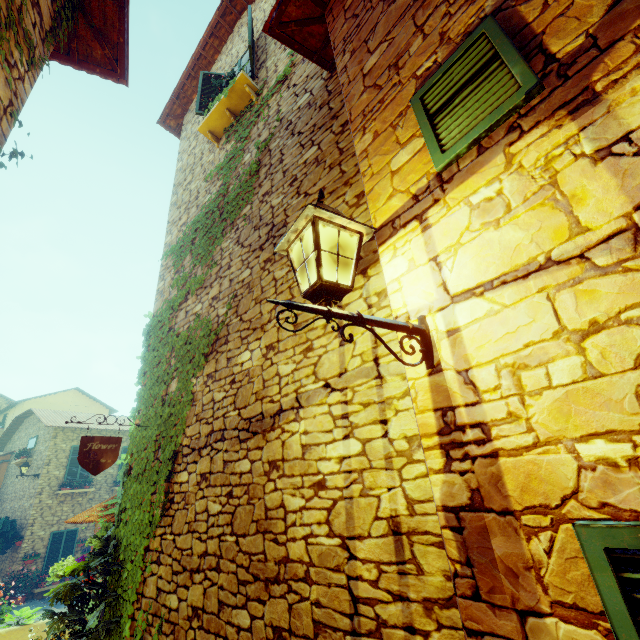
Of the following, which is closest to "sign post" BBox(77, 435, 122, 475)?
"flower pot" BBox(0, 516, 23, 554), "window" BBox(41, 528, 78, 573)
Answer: "flower pot" BBox(0, 516, 23, 554)

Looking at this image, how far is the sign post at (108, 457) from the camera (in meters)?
4.29

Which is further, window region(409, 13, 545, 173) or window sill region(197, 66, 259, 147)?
window sill region(197, 66, 259, 147)

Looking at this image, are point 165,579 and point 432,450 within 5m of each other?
yes

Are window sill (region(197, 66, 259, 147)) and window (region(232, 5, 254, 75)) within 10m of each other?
yes

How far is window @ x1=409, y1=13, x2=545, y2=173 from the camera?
1.6 meters

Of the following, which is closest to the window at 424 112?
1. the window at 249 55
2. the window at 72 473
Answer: the window at 249 55

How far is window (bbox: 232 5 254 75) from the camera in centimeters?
607cm
